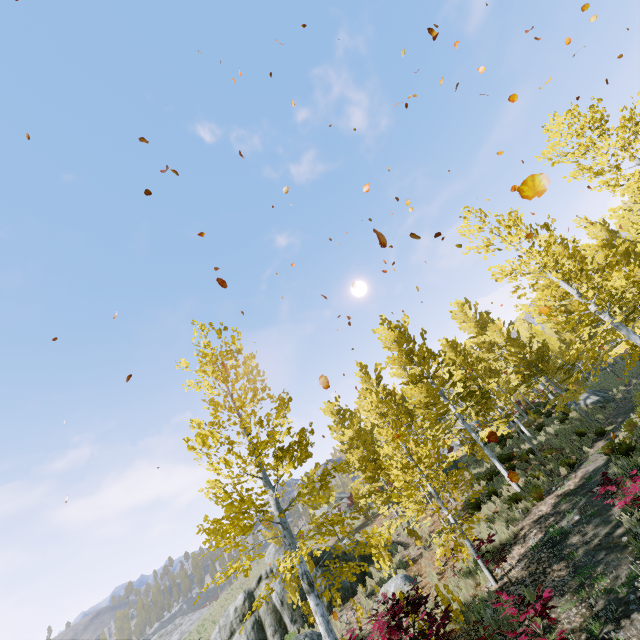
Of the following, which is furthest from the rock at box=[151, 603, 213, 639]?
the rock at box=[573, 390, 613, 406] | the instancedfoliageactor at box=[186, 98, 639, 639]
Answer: the rock at box=[573, 390, 613, 406]

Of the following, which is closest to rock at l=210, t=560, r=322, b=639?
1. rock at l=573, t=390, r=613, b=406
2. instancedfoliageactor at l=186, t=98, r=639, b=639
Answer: instancedfoliageactor at l=186, t=98, r=639, b=639

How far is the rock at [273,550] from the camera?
32.03m

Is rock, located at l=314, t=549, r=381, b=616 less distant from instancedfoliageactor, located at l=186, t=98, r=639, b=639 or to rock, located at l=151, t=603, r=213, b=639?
instancedfoliageactor, located at l=186, t=98, r=639, b=639

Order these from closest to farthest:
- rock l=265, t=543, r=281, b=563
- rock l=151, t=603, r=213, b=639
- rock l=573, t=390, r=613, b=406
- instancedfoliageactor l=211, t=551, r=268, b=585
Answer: instancedfoliageactor l=211, t=551, r=268, b=585 → rock l=573, t=390, r=613, b=406 → rock l=265, t=543, r=281, b=563 → rock l=151, t=603, r=213, b=639

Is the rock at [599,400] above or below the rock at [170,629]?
below

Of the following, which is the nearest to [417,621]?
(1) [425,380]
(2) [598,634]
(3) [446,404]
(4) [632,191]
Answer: (2) [598,634]

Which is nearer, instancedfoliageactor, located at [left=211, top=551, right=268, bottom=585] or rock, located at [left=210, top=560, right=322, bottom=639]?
instancedfoliageactor, located at [left=211, top=551, right=268, bottom=585]
